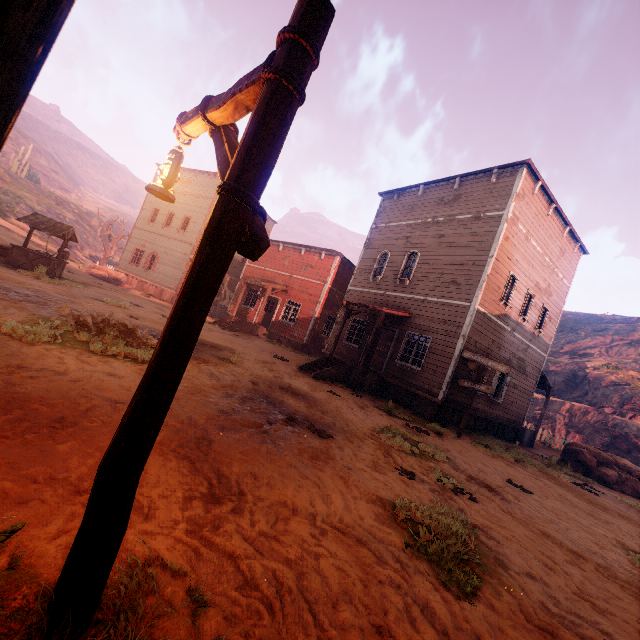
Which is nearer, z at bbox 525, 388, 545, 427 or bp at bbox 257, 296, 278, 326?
bp at bbox 257, 296, 278, 326

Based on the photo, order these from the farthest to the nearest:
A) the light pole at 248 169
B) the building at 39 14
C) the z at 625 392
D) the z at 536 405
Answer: the z at 536 405 → the z at 625 392 → the light pole at 248 169 → the building at 39 14

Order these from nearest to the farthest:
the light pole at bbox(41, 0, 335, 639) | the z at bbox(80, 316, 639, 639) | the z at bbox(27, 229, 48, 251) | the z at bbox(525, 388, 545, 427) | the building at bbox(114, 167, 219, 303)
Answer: the light pole at bbox(41, 0, 335, 639) < the z at bbox(80, 316, 639, 639) < the z at bbox(27, 229, 48, 251) < the z at bbox(525, 388, 545, 427) < the building at bbox(114, 167, 219, 303)

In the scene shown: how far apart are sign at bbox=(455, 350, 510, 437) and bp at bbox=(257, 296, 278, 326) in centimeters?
1450cm

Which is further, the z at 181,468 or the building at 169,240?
the building at 169,240

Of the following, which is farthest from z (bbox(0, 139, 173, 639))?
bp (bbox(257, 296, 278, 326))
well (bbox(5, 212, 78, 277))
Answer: bp (bbox(257, 296, 278, 326))

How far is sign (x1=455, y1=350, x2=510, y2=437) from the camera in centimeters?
1132cm

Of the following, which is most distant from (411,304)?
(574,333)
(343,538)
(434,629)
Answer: (574,333)
